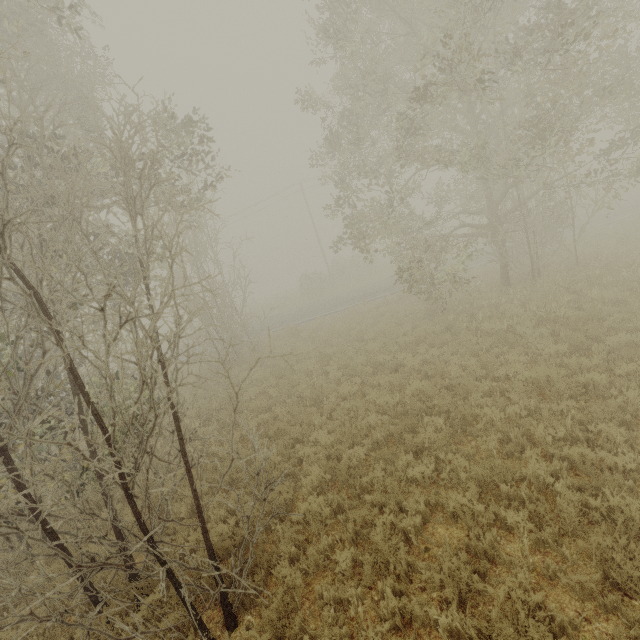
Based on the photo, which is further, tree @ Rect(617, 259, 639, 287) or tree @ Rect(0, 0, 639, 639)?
tree @ Rect(617, 259, 639, 287)

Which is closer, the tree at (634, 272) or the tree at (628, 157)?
the tree at (628, 157)

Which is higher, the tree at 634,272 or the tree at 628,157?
the tree at 628,157

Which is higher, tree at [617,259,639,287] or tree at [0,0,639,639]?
tree at [0,0,639,639]

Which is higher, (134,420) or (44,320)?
(44,320)
